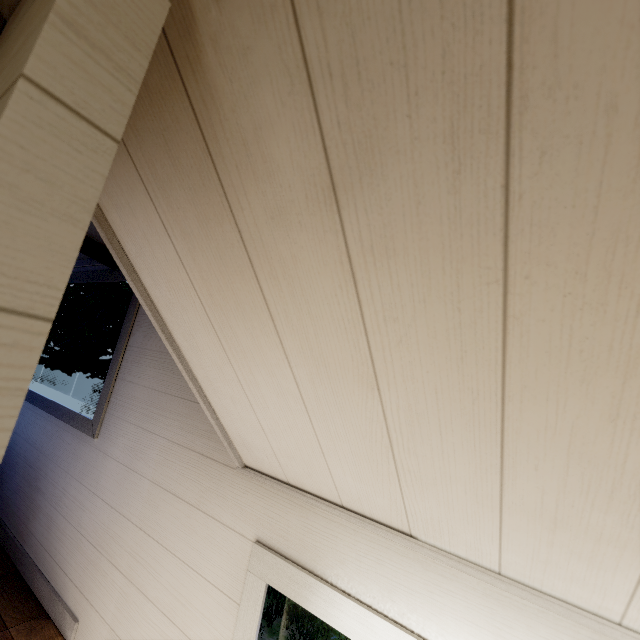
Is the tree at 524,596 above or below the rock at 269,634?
above

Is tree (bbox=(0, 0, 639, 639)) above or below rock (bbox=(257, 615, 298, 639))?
above

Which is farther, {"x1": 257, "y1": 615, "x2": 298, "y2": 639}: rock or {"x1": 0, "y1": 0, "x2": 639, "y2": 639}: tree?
{"x1": 257, "y1": 615, "x2": 298, "y2": 639}: rock

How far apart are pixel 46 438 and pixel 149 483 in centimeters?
135cm

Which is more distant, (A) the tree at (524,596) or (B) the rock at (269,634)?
(B) the rock at (269,634)
